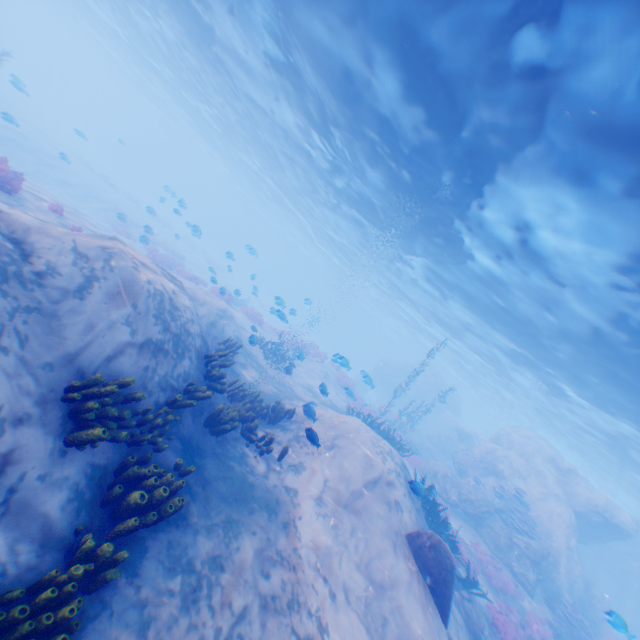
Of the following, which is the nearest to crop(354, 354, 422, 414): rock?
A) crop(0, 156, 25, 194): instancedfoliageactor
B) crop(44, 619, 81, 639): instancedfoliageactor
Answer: crop(0, 156, 25, 194): instancedfoliageactor

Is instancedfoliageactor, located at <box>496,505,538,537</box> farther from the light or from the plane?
the plane

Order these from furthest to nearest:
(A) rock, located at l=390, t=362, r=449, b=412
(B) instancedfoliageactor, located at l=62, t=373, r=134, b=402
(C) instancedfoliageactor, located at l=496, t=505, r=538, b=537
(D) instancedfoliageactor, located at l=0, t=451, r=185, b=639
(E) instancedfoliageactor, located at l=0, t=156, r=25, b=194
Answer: (A) rock, located at l=390, t=362, r=449, b=412
(C) instancedfoliageactor, located at l=496, t=505, r=538, b=537
(E) instancedfoliageactor, located at l=0, t=156, r=25, b=194
(B) instancedfoliageactor, located at l=62, t=373, r=134, b=402
(D) instancedfoliageactor, located at l=0, t=451, r=185, b=639

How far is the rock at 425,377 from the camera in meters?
41.0 m

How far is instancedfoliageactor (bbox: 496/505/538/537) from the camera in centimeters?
1689cm

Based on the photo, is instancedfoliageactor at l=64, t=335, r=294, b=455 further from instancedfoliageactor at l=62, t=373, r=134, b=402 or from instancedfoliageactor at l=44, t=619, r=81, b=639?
instancedfoliageactor at l=44, t=619, r=81, b=639

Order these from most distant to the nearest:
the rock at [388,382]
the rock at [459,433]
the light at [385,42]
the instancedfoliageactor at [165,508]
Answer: the rock at [388,382] < the rock at [459,433] < the light at [385,42] < the instancedfoliageactor at [165,508]

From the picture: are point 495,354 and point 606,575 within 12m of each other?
no
